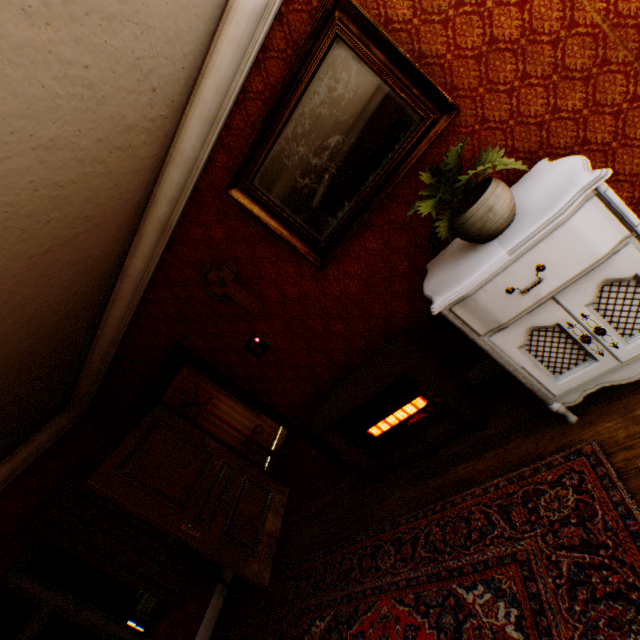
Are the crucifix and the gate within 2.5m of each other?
no

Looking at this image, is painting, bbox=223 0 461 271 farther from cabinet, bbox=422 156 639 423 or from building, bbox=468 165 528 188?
cabinet, bbox=422 156 639 423

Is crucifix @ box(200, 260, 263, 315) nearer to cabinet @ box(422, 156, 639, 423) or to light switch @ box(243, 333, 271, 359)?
light switch @ box(243, 333, 271, 359)

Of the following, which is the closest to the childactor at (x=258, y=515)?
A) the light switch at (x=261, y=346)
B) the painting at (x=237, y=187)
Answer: the light switch at (x=261, y=346)

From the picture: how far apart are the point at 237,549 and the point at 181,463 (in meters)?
1.18

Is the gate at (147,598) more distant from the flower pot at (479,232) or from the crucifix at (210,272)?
the flower pot at (479,232)

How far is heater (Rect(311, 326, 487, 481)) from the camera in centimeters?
251cm

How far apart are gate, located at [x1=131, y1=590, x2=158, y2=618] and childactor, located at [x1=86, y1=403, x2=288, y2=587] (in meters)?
14.96
